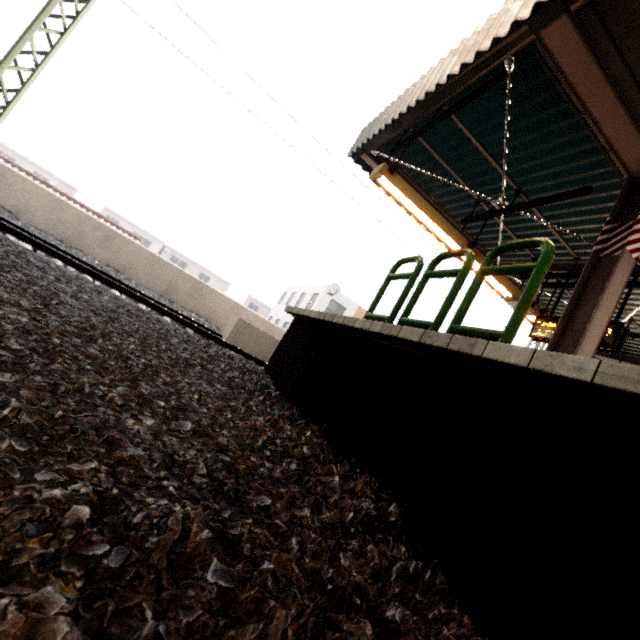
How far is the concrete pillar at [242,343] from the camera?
7.52m

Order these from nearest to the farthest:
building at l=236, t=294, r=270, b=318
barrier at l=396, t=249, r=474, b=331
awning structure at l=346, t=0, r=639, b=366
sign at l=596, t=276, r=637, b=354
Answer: barrier at l=396, t=249, r=474, b=331
awning structure at l=346, t=0, r=639, b=366
sign at l=596, t=276, r=637, b=354
building at l=236, t=294, r=270, b=318

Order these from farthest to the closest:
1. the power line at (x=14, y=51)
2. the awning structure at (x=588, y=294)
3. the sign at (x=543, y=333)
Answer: the power line at (x=14, y=51), the sign at (x=543, y=333), the awning structure at (x=588, y=294)

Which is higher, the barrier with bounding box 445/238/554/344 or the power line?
the power line

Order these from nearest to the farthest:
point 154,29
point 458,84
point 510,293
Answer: point 458,84 < point 154,29 < point 510,293

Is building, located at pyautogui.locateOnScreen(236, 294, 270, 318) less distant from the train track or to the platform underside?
the train track

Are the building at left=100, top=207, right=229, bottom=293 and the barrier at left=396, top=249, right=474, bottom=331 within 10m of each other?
no

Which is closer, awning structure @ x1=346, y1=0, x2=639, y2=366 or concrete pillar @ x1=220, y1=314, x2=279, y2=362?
awning structure @ x1=346, y1=0, x2=639, y2=366
